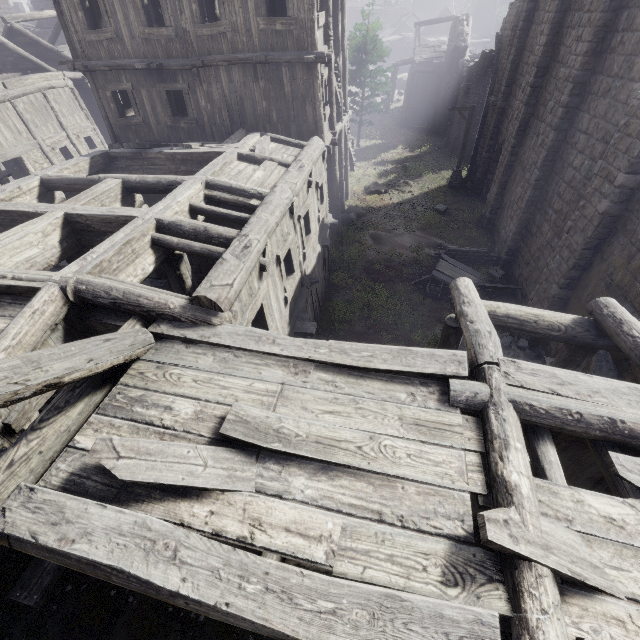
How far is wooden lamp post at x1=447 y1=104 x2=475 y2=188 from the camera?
19.5m

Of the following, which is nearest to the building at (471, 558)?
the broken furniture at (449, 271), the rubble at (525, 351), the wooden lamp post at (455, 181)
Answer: the rubble at (525, 351)

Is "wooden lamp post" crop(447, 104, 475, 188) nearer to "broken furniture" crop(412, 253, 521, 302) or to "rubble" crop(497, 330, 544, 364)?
"broken furniture" crop(412, 253, 521, 302)

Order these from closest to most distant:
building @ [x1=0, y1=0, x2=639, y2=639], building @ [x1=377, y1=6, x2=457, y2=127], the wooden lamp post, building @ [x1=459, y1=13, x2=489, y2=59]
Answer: building @ [x1=0, y1=0, x2=639, y2=639] < the wooden lamp post < building @ [x1=459, y1=13, x2=489, y2=59] < building @ [x1=377, y1=6, x2=457, y2=127]

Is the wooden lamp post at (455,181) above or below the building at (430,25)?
below

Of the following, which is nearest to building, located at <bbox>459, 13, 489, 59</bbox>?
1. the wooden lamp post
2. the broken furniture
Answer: the broken furniture

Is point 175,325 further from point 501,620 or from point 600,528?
point 600,528
